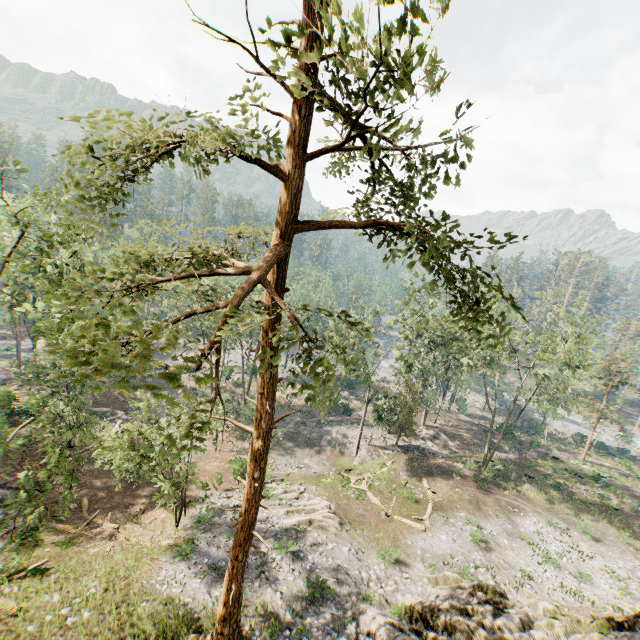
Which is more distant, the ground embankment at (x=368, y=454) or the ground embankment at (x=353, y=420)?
the ground embankment at (x=353, y=420)

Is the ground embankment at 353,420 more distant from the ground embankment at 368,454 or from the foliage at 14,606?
the ground embankment at 368,454

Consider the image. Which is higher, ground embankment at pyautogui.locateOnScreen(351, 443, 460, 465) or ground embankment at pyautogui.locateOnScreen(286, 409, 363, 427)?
ground embankment at pyautogui.locateOnScreen(351, 443, 460, 465)

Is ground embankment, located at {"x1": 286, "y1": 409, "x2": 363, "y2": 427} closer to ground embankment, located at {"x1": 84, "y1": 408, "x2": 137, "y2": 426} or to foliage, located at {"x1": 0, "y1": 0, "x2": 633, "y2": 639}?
ground embankment, located at {"x1": 84, "y1": 408, "x2": 137, "y2": 426}

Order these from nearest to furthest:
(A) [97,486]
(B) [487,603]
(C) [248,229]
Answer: (C) [248,229] → (B) [487,603] → (A) [97,486]

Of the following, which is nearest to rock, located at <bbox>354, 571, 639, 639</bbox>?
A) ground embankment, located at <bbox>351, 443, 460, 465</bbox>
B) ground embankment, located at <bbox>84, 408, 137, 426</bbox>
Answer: ground embankment, located at <bbox>351, 443, 460, 465</bbox>

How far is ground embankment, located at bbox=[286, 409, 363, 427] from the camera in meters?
41.7 m

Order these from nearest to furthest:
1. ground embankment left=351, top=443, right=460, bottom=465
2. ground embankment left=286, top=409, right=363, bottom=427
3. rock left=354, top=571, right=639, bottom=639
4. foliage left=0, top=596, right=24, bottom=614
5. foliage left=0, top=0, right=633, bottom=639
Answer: foliage left=0, top=0, right=633, bottom=639 → rock left=354, top=571, right=639, bottom=639 → foliage left=0, top=596, right=24, bottom=614 → ground embankment left=351, top=443, right=460, bottom=465 → ground embankment left=286, top=409, right=363, bottom=427
